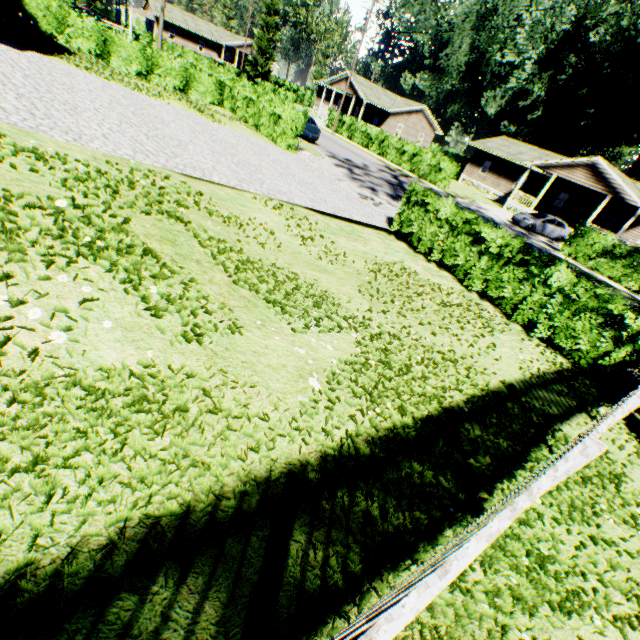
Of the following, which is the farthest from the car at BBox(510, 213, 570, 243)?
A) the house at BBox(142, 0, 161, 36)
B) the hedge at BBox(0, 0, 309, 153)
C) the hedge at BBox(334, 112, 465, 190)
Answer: the house at BBox(142, 0, 161, 36)

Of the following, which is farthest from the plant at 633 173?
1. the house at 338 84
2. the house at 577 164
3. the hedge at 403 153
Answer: the hedge at 403 153

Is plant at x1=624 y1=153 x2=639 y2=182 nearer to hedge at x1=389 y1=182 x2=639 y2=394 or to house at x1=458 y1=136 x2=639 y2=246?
house at x1=458 y1=136 x2=639 y2=246

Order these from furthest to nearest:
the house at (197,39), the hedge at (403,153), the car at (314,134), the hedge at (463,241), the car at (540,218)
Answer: the house at (197,39) < the hedge at (403,153) < the car at (540,218) < the car at (314,134) < the hedge at (463,241)

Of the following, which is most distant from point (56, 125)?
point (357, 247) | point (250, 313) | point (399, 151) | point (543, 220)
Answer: point (399, 151)

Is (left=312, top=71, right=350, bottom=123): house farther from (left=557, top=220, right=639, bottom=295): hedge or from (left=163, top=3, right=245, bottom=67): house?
(left=557, top=220, right=639, bottom=295): hedge

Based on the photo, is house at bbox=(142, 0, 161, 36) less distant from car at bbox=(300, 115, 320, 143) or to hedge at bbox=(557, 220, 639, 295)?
car at bbox=(300, 115, 320, 143)

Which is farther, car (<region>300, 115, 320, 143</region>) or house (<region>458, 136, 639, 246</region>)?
house (<region>458, 136, 639, 246</region>)
